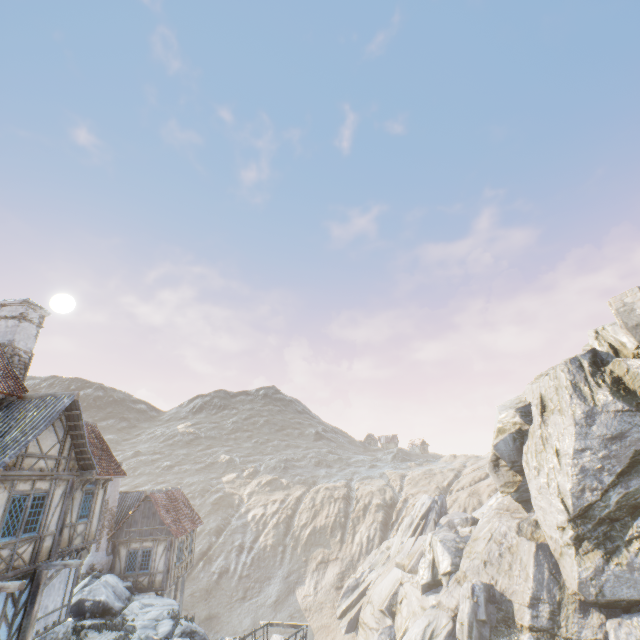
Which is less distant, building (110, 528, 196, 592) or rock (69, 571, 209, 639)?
rock (69, 571, 209, 639)

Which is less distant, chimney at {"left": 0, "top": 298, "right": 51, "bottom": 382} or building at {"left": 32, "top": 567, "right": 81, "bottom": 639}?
building at {"left": 32, "top": 567, "right": 81, "bottom": 639}

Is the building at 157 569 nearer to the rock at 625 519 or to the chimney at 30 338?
the rock at 625 519

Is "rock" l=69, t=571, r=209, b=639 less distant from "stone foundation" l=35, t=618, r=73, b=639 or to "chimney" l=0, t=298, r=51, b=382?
"stone foundation" l=35, t=618, r=73, b=639

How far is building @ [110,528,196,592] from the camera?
21.70m

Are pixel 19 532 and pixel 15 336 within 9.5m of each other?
yes

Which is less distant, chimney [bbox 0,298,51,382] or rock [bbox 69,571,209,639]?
chimney [bbox 0,298,51,382]

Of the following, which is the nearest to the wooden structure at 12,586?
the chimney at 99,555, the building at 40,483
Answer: the building at 40,483
